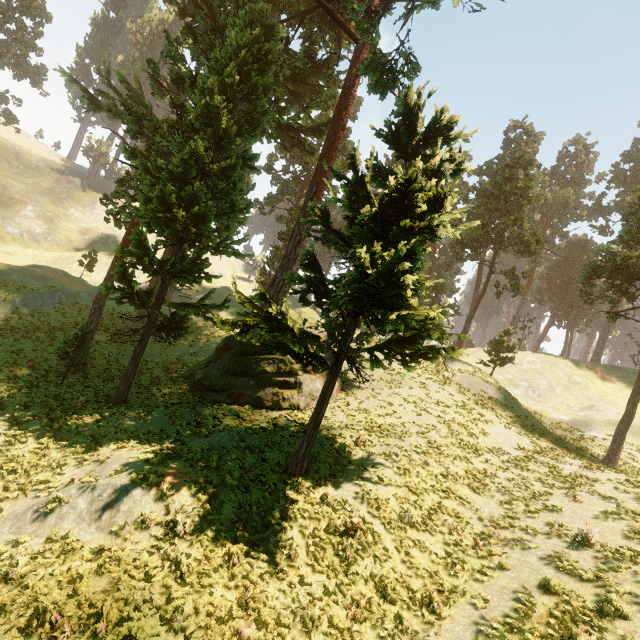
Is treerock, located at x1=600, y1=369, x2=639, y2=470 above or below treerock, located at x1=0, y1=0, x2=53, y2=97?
below

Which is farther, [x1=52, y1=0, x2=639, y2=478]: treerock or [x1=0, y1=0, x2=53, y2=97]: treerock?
[x1=0, y1=0, x2=53, y2=97]: treerock

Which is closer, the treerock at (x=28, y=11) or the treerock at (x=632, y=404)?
the treerock at (x=632, y=404)

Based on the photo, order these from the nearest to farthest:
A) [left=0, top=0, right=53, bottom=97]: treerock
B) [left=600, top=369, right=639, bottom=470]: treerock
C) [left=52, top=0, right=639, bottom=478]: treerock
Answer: [left=52, top=0, right=639, bottom=478]: treerock
[left=600, top=369, right=639, bottom=470]: treerock
[left=0, top=0, right=53, bottom=97]: treerock

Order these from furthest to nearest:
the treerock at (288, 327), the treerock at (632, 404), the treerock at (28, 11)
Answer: the treerock at (28, 11), the treerock at (632, 404), the treerock at (288, 327)

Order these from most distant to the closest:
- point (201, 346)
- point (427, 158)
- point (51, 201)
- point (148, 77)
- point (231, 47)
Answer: point (51, 201) → point (148, 77) → point (201, 346) → point (231, 47) → point (427, 158)
